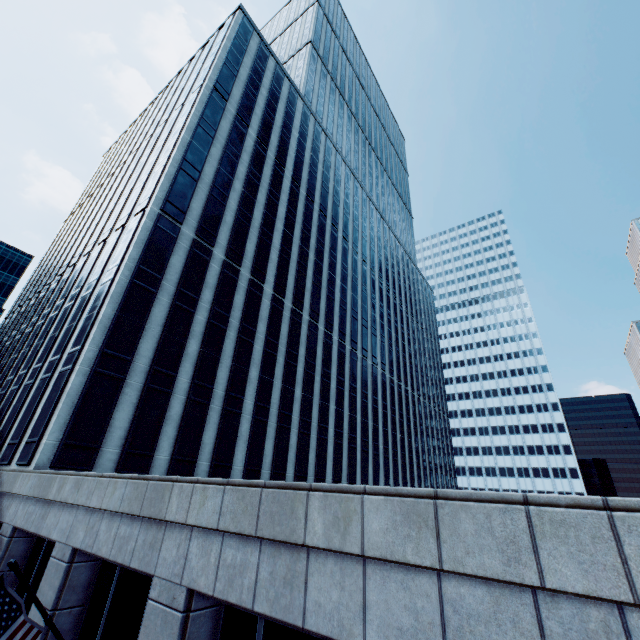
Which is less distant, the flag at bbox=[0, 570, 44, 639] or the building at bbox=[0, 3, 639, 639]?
the building at bbox=[0, 3, 639, 639]

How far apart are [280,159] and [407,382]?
40.3m

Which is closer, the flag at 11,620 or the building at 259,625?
the building at 259,625
